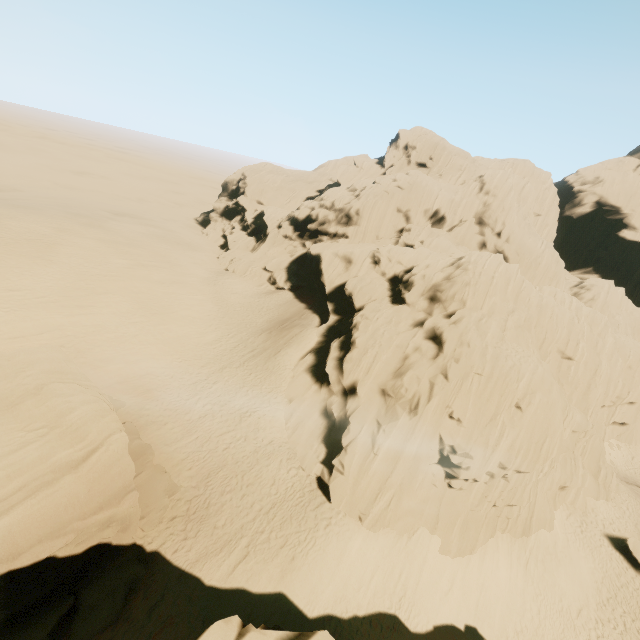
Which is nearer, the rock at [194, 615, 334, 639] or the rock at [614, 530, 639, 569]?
the rock at [194, 615, 334, 639]

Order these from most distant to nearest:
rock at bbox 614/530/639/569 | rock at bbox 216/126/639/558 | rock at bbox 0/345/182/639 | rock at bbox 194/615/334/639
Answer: rock at bbox 614/530/639/569 → rock at bbox 216/126/639/558 → rock at bbox 0/345/182/639 → rock at bbox 194/615/334/639

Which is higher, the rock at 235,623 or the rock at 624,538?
the rock at 235,623

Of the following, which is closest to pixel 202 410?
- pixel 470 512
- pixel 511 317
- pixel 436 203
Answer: pixel 470 512

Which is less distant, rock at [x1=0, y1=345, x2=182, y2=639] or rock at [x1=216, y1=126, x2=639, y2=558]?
rock at [x1=0, y1=345, x2=182, y2=639]

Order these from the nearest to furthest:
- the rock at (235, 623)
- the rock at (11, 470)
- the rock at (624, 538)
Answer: the rock at (235, 623) → the rock at (11, 470) → the rock at (624, 538)

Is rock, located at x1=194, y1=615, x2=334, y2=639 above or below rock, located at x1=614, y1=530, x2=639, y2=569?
above

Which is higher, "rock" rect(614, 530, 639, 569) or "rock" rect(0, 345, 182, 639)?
"rock" rect(0, 345, 182, 639)
